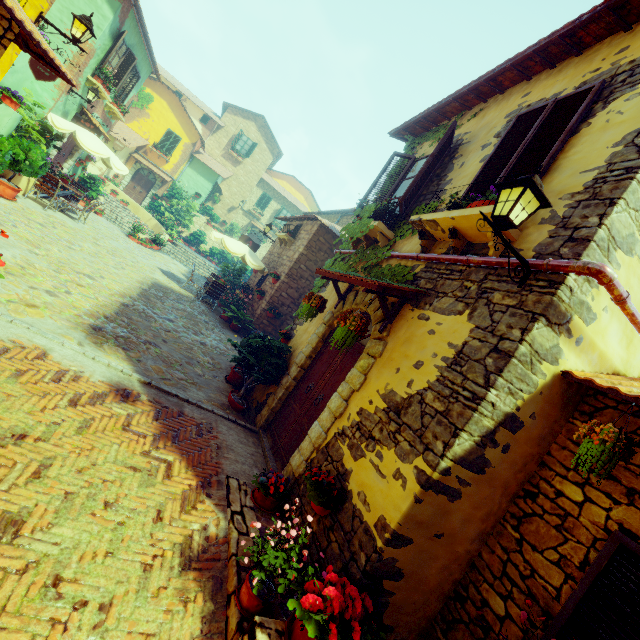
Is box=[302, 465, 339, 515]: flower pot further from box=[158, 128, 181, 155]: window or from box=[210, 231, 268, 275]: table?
box=[158, 128, 181, 155]: window

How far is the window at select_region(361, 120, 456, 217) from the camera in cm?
545

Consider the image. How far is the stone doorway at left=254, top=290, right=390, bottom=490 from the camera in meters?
4.3 m

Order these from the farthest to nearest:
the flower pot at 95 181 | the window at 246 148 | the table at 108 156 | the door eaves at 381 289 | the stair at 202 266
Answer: the window at 246 148
the stair at 202 266
the flower pot at 95 181
the table at 108 156
the door eaves at 381 289

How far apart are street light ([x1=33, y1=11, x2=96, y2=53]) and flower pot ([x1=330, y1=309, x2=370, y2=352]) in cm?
787

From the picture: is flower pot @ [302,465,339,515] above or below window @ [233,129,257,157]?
below

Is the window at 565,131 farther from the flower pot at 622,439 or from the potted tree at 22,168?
the potted tree at 22,168

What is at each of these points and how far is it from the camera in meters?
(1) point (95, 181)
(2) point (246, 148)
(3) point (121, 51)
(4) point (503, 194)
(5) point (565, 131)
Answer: (1) flower pot, 15.9
(2) window, 29.7
(3) window, 13.1
(4) street light, 2.9
(5) window, 3.7
